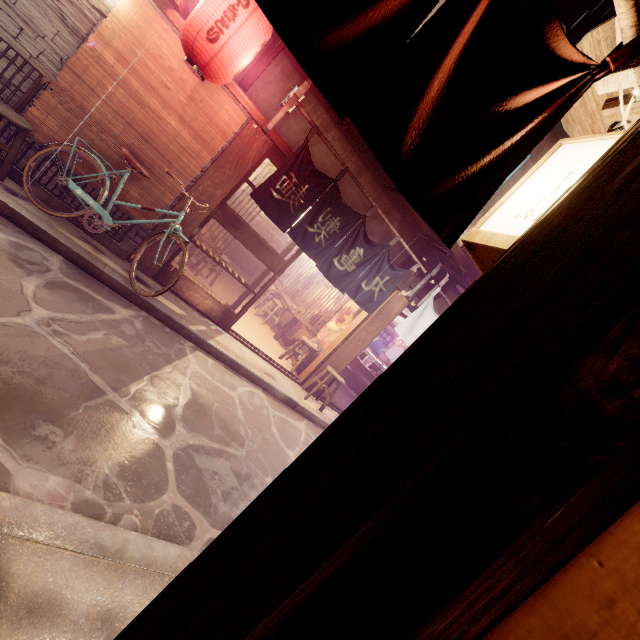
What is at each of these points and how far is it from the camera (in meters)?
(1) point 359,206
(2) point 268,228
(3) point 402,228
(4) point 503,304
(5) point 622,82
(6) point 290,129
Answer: (1) house, 10.77
(2) blind, 23.64
(3) house, 11.54
(4) door frame, 1.14
(5) wood base, 1.46
(6) house, 9.32

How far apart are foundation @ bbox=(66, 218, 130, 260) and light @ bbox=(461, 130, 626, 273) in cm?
931

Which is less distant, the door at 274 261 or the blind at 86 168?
the blind at 86 168

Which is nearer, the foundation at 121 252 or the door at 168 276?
the foundation at 121 252

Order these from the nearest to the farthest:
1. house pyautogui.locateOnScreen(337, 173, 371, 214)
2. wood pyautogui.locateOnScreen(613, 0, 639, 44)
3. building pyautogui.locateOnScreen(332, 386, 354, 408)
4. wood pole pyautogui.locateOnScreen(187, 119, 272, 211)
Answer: wood pyautogui.locateOnScreen(613, 0, 639, 44) < wood pole pyautogui.locateOnScreen(187, 119, 272, 211) < house pyautogui.locateOnScreen(337, 173, 371, 214) < building pyautogui.locateOnScreen(332, 386, 354, 408)

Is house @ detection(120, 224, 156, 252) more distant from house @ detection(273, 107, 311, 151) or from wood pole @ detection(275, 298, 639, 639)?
wood pole @ detection(275, 298, 639, 639)

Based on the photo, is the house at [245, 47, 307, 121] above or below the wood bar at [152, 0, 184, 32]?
above

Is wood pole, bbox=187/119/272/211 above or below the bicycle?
above
